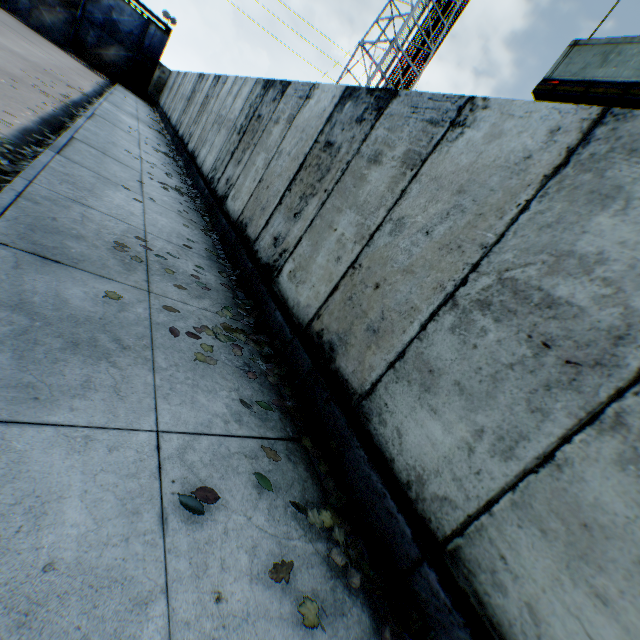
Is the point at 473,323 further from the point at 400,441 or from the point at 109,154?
the point at 109,154

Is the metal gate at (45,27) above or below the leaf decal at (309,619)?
above

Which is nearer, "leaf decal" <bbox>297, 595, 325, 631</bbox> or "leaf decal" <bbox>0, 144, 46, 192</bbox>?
"leaf decal" <bbox>297, 595, 325, 631</bbox>

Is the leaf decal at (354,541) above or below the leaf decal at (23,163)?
above

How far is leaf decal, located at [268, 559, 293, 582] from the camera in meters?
1.8 m

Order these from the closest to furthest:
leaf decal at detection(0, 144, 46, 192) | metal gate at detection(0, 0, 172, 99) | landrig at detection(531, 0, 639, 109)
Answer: leaf decal at detection(0, 144, 46, 192), landrig at detection(531, 0, 639, 109), metal gate at detection(0, 0, 172, 99)

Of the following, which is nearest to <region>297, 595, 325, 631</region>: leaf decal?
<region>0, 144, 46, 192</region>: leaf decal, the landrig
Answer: <region>0, 144, 46, 192</region>: leaf decal
